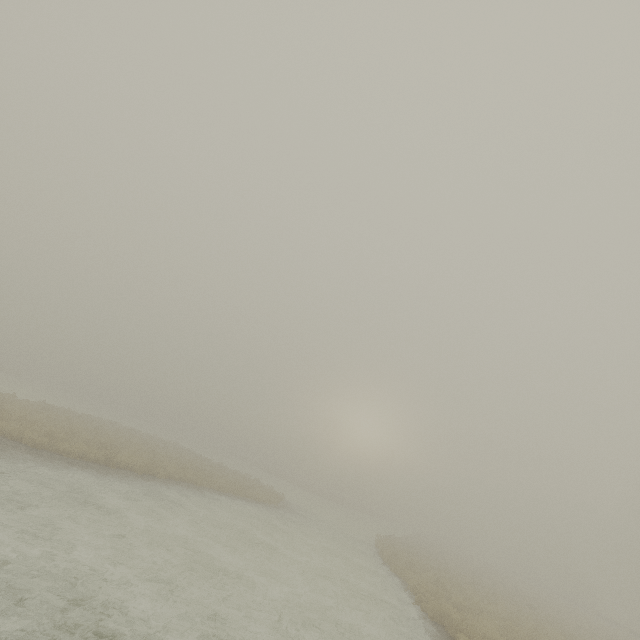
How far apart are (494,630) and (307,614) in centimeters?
857cm
